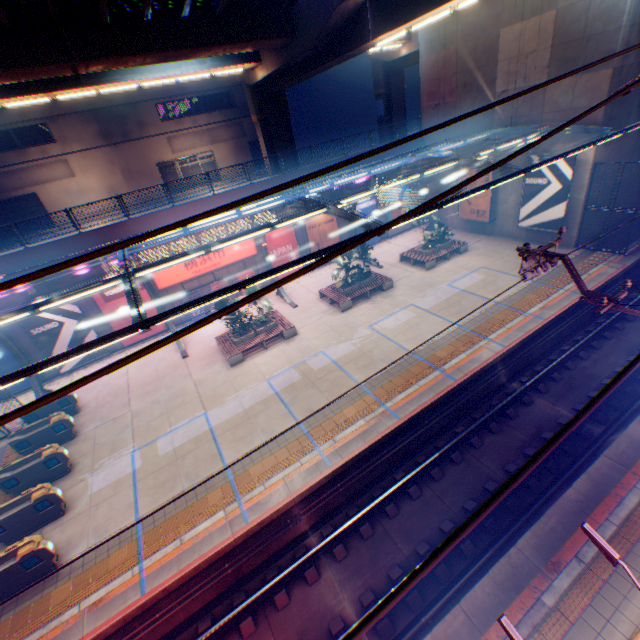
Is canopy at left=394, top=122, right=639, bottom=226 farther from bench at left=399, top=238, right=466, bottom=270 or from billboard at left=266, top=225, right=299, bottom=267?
bench at left=399, top=238, right=466, bottom=270

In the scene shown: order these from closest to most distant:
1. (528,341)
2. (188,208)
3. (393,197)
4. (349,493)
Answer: (349,493), (528,341), (188,208), (393,197)

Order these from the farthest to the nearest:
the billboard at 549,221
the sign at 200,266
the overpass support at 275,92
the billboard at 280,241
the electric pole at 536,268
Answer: the billboard at 280,241 → the sign at 200,266 → the billboard at 549,221 → the overpass support at 275,92 → the electric pole at 536,268

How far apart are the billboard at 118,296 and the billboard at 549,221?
24.00m

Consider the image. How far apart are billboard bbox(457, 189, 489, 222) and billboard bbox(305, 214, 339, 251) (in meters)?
9.36

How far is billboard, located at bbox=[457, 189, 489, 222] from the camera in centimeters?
2255cm

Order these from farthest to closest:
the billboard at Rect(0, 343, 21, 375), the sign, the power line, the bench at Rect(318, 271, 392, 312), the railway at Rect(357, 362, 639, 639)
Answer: the sign < the bench at Rect(318, 271, 392, 312) < the billboard at Rect(0, 343, 21, 375) < the railway at Rect(357, 362, 639, 639) < the power line

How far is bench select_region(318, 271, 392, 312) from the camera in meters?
18.9
